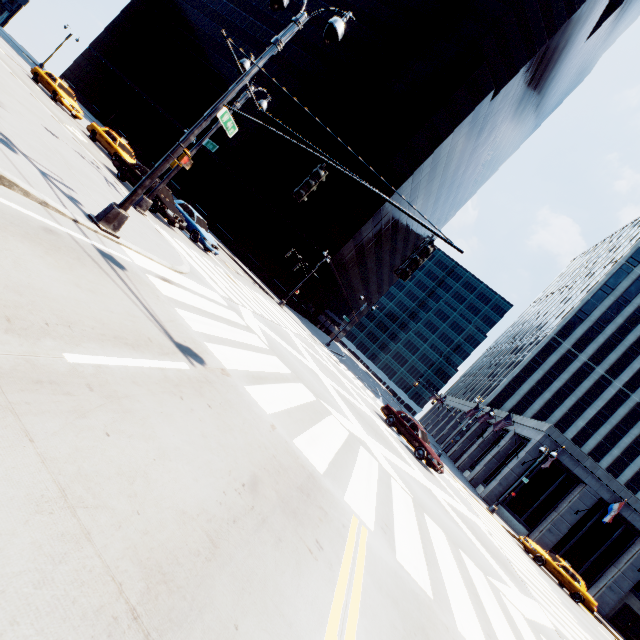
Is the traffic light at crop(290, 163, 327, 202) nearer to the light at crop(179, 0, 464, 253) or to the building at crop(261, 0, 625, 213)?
the light at crop(179, 0, 464, 253)

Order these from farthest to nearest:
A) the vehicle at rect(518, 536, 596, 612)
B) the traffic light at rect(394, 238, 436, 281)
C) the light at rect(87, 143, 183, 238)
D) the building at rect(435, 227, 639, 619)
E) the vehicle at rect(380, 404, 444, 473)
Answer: the building at rect(435, 227, 639, 619) → the vehicle at rect(518, 536, 596, 612) → the vehicle at rect(380, 404, 444, 473) → the light at rect(87, 143, 183, 238) → the traffic light at rect(394, 238, 436, 281)

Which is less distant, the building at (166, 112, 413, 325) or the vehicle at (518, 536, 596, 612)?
the vehicle at (518, 536, 596, 612)

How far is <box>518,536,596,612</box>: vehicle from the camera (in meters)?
21.81

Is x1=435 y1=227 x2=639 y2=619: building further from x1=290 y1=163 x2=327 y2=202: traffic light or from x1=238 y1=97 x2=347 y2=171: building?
x1=290 y1=163 x2=327 y2=202: traffic light

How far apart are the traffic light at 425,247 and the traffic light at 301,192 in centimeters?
255cm

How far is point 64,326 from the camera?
3.6 meters

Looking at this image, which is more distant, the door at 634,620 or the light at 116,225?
the door at 634,620
